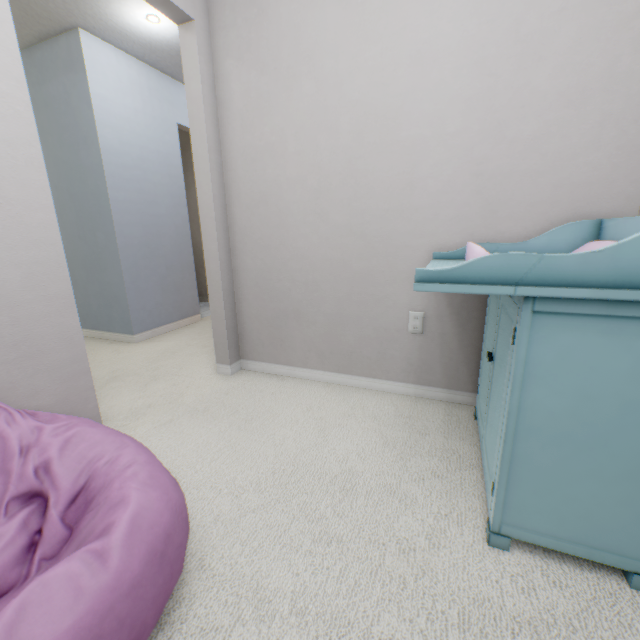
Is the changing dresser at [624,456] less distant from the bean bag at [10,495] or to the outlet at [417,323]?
the outlet at [417,323]

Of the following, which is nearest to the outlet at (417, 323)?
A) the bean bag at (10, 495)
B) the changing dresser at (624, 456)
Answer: the changing dresser at (624, 456)

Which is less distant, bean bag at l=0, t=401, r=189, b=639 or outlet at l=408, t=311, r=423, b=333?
bean bag at l=0, t=401, r=189, b=639

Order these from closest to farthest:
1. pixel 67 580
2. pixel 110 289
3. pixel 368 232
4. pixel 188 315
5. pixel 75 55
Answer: pixel 67 580
pixel 368 232
pixel 75 55
pixel 110 289
pixel 188 315

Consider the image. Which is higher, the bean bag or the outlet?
the outlet

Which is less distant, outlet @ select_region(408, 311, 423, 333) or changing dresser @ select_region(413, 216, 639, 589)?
changing dresser @ select_region(413, 216, 639, 589)

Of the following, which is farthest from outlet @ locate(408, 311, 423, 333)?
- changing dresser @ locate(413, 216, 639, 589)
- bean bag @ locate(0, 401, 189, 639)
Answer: bean bag @ locate(0, 401, 189, 639)
